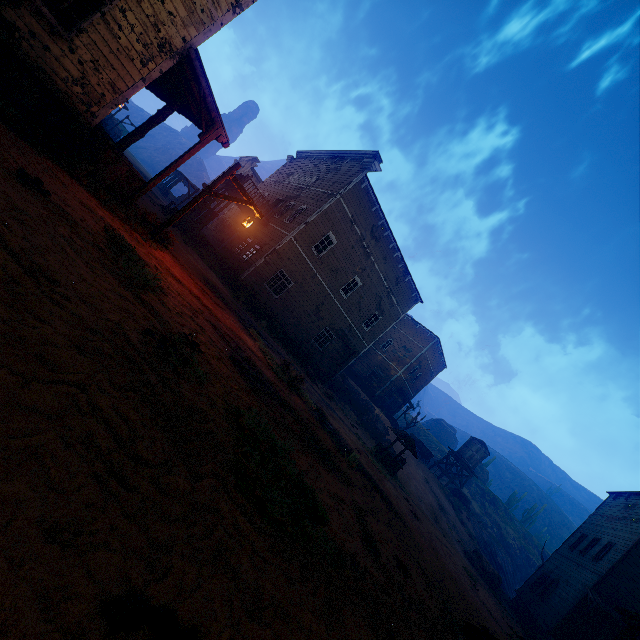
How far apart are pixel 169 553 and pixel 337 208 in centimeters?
2037cm

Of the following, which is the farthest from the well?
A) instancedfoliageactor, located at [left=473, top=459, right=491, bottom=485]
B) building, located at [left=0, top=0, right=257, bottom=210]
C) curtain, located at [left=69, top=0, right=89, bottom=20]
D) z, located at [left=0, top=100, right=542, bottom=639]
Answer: instancedfoliageactor, located at [left=473, top=459, right=491, bottom=485]

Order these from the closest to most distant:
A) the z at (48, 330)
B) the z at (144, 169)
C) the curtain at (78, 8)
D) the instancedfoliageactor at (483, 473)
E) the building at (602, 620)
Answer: the z at (48, 330) → the curtain at (78, 8) → the building at (602, 620) → the z at (144, 169) → the instancedfoliageactor at (483, 473)

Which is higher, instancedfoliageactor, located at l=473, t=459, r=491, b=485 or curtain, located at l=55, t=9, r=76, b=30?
instancedfoliageactor, located at l=473, t=459, r=491, b=485

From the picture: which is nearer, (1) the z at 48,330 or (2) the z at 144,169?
(1) the z at 48,330

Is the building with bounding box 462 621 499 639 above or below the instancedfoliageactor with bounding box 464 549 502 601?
below

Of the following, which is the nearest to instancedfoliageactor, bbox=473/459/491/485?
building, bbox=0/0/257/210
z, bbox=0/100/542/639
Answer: z, bbox=0/100/542/639

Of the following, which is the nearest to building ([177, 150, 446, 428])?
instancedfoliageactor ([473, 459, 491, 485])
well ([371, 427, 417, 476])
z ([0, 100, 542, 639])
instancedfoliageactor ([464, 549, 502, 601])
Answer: z ([0, 100, 542, 639])
